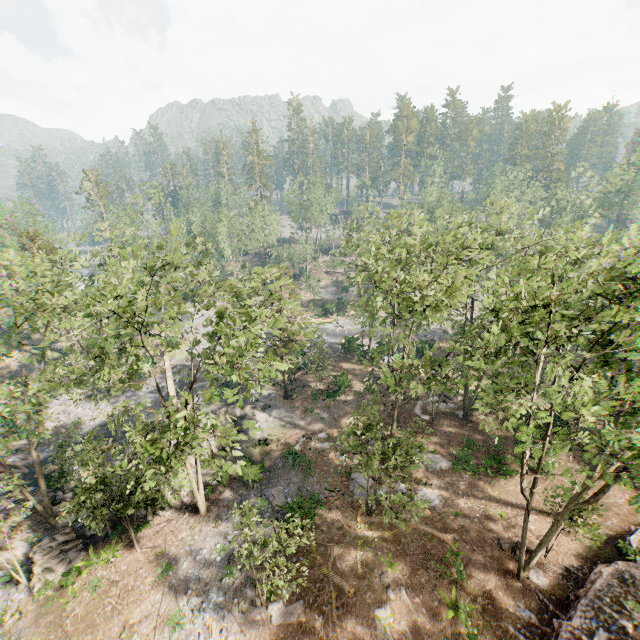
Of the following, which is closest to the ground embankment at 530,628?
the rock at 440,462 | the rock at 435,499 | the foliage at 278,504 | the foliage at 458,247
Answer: the foliage at 458,247

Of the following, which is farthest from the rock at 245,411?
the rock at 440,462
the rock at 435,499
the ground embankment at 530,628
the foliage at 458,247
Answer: the ground embankment at 530,628

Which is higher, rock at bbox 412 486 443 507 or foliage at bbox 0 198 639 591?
foliage at bbox 0 198 639 591

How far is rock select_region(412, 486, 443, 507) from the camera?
23.7m

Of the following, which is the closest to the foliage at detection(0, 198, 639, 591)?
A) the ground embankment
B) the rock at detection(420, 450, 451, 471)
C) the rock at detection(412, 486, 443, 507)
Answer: the ground embankment

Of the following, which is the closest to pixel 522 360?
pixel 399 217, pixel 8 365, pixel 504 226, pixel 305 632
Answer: pixel 504 226

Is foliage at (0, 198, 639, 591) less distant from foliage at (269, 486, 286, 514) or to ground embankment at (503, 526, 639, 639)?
ground embankment at (503, 526, 639, 639)

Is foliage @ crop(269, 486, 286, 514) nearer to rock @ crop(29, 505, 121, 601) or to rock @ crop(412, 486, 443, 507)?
rock @ crop(29, 505, 121, 601)
